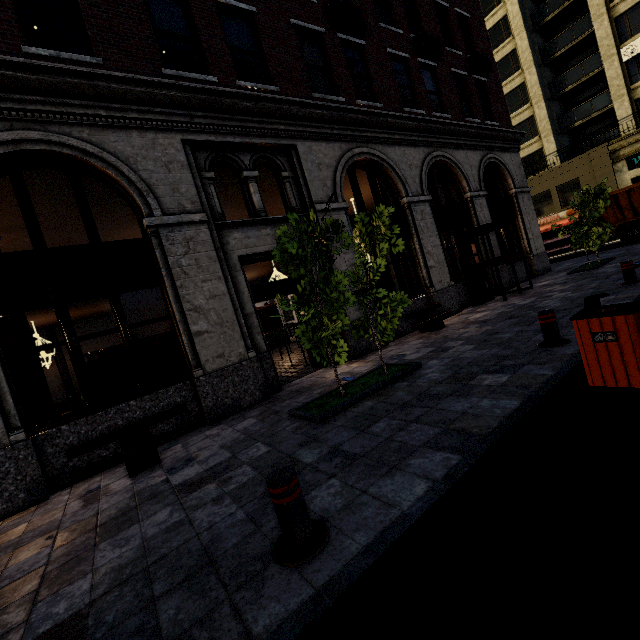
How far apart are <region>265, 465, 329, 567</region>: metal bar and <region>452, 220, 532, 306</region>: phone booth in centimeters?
1084cm

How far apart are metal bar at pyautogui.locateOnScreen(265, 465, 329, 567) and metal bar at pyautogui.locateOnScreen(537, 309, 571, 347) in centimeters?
455cm

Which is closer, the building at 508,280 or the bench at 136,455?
the bench at 136,455

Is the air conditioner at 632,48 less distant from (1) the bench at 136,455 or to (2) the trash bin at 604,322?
(2) the trash bin at 604,322

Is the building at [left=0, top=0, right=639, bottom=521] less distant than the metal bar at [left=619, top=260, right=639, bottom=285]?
Yes

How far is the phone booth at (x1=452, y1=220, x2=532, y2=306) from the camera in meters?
10.8

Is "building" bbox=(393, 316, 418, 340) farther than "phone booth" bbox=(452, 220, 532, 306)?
No

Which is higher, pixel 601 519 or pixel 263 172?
pixel 263 172
